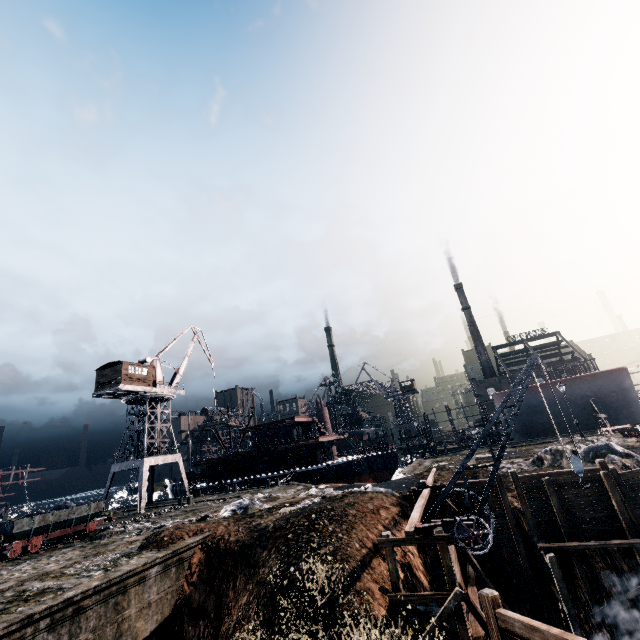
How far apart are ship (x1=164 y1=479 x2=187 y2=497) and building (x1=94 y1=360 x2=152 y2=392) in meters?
19.0 m

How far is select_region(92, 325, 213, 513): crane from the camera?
38.5m

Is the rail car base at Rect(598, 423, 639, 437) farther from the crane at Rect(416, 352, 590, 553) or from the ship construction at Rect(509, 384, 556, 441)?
the crane at Rect(416, 352, 590, 553)

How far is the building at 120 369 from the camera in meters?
39.5

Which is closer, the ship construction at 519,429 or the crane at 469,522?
the crane at 469,522

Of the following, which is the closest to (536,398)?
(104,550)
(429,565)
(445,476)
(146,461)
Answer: (445,476)

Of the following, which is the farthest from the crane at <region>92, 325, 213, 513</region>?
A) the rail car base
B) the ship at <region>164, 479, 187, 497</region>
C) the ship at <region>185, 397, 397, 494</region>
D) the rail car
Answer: the rail car base

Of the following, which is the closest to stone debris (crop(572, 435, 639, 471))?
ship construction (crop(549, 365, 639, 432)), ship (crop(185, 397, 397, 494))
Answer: ship construction (crop(549, 365, 639, 432))
